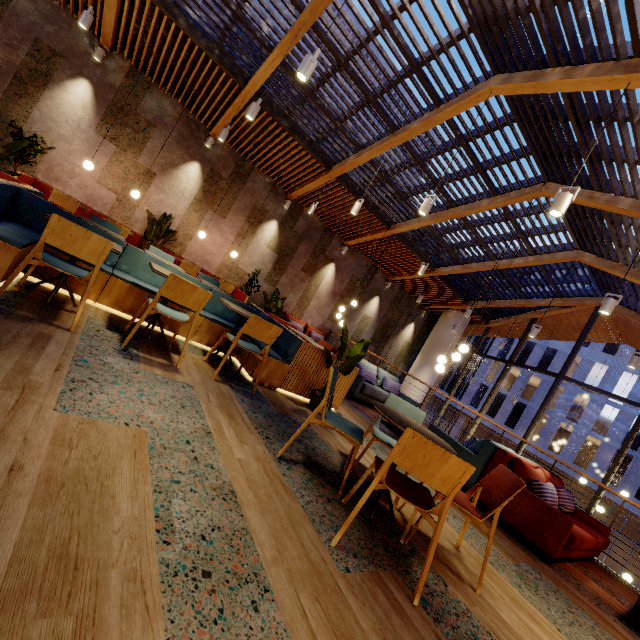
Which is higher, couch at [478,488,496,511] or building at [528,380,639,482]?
building at [528,380,639,482]

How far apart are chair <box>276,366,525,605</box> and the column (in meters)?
11.03

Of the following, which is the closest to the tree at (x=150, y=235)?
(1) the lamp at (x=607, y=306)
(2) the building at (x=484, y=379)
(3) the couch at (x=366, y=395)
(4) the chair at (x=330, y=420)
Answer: (3) the couch at (x=366, y=395)

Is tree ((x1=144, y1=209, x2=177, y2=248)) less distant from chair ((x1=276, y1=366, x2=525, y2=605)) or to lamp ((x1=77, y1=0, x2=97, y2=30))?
lamp ((x1=77, y1=0, x2=97, y2=30))

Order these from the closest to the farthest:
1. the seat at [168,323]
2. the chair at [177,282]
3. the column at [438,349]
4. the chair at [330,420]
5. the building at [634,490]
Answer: the chair at [330,420]
the chair at [177,282]
the seat at [168,323]
the column at [438,349]
the building at [634,490]

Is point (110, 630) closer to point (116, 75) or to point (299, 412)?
point (299, 412)

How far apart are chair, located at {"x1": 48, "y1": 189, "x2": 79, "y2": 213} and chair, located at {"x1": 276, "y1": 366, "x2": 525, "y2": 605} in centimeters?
651cm

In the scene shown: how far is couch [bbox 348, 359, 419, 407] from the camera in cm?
705
